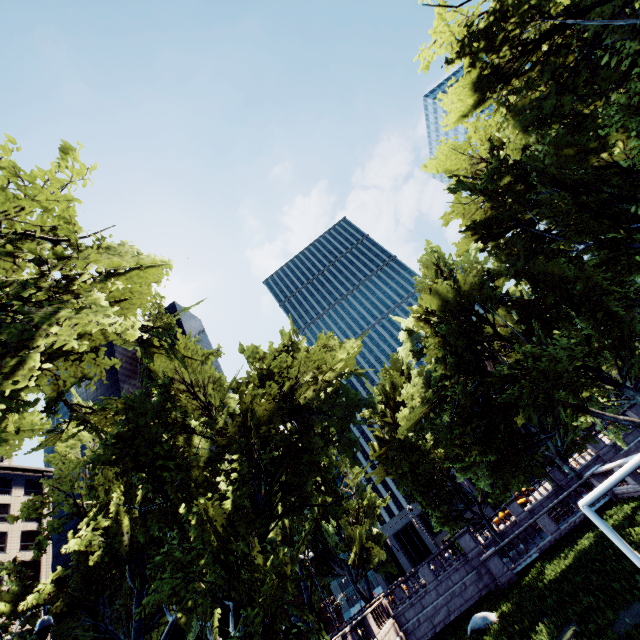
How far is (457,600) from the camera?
25.0 meters

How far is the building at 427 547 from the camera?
58.5 meters

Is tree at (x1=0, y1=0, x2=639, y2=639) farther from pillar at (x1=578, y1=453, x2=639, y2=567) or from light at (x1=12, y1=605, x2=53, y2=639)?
pillar at (x1=578, y1=453, x2=639, y2=567)

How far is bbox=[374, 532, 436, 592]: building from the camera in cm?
5847

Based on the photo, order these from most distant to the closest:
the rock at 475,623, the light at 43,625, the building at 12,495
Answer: the building at 12,495 → the rock at 475,623 → the light at 43,625

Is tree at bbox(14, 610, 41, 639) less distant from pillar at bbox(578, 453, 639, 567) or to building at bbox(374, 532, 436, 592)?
pillar at bbox(578, 453, 639, 567)

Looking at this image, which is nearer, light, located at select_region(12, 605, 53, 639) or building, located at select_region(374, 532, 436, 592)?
light, located at select_region(12, 605, 53, 639)
